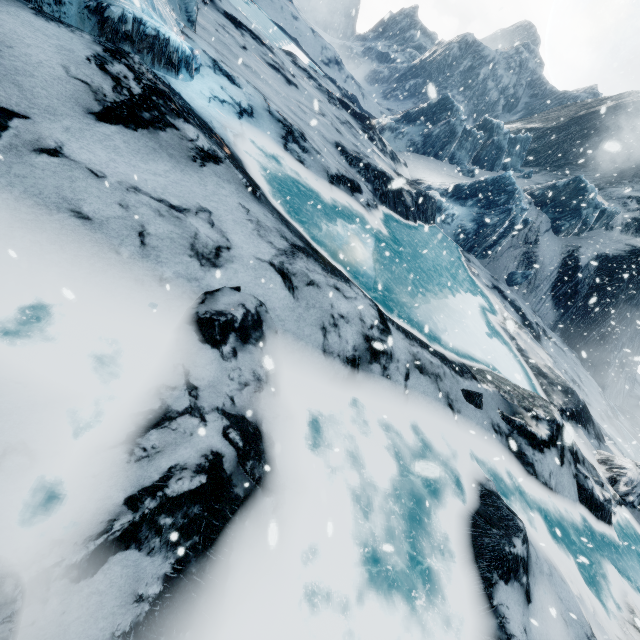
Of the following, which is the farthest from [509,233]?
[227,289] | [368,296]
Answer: [227,289]
